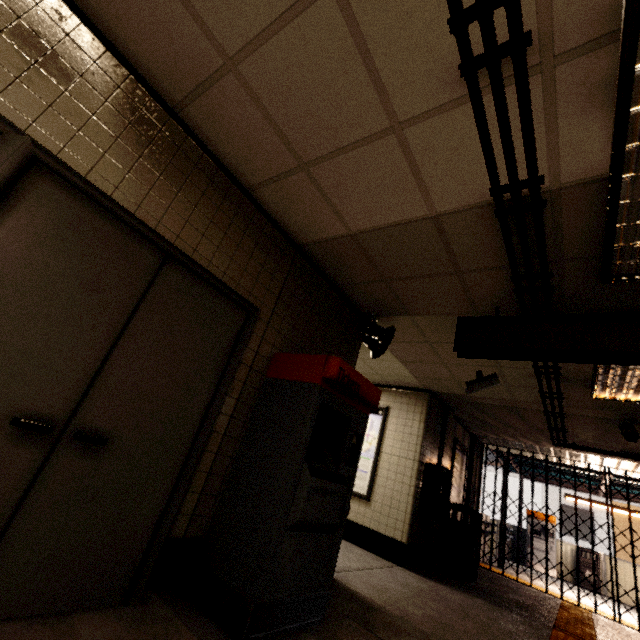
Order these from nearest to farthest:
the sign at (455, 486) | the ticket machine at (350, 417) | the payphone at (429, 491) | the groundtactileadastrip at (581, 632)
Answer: the ticket machine at (350, 417), the groundtactileadastrip at (581, 632), the payphone at (429, 491), the sign at (455, 486)

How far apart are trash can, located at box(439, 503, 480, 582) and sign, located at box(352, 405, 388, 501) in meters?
1.8

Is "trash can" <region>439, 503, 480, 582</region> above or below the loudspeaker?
below

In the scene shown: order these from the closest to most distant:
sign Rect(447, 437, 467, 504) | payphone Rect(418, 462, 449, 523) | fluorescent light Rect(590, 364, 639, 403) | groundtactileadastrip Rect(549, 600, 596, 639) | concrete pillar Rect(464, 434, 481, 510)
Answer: fluorescent light Rect(590, 364, 639, 403) < groundtactileadastrip Rect(549, 600, 596, 639) < payphone Rect(418, 462, 449, 523) < sign Rect(447, 437, 467, 504) < concrete pillar Rect(464, 434, 481, 510)

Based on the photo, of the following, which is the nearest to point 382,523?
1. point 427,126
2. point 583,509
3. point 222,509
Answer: point 222,509

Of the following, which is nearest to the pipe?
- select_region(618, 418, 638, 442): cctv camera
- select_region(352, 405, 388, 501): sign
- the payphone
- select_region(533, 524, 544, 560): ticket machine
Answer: select_region(618, 418, 638, 442): cctv camera

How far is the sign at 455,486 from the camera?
7.1m

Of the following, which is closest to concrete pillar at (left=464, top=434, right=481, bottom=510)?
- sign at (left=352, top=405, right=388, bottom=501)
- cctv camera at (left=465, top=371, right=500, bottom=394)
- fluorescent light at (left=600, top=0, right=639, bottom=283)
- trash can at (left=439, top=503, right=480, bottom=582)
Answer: trash can at (left=439, top=503, right=480, bottom=582)
